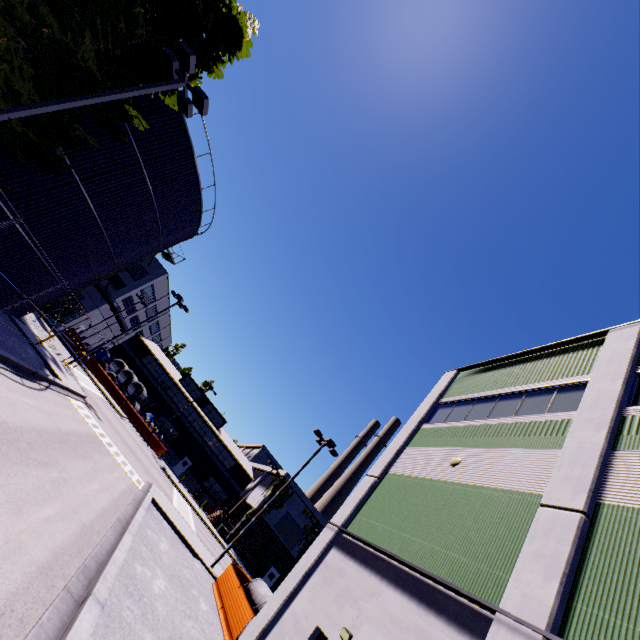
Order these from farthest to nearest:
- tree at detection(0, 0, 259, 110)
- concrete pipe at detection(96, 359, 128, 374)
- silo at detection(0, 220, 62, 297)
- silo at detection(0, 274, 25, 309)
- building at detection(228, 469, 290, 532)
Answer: concrete pipe at detection(96, 359, 128, 374) < building at detection(228, 469, 290, 532) < silo at detection(0, 274, 25, 309) < silo at detection(0, 220, 62, 297) < tree at detection(0, 0, 259, 110)

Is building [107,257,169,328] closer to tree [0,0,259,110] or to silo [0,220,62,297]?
tree [0,0,259,110]

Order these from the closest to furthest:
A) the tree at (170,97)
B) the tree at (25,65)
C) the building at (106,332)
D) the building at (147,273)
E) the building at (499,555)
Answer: the building at (499,555), the tree at (25,65), the tree at (170,97), the building at (147,273), the building at (106,332)

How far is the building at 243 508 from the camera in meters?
42.1 m

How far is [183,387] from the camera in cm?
5412

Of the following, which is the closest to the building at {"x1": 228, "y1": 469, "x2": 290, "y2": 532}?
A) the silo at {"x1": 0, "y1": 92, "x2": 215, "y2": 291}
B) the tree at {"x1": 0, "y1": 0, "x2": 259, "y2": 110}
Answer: the tree at {"x1": 0, "y1": 0, "x2": 259, "y2": 110}

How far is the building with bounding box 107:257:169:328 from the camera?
44.2m
